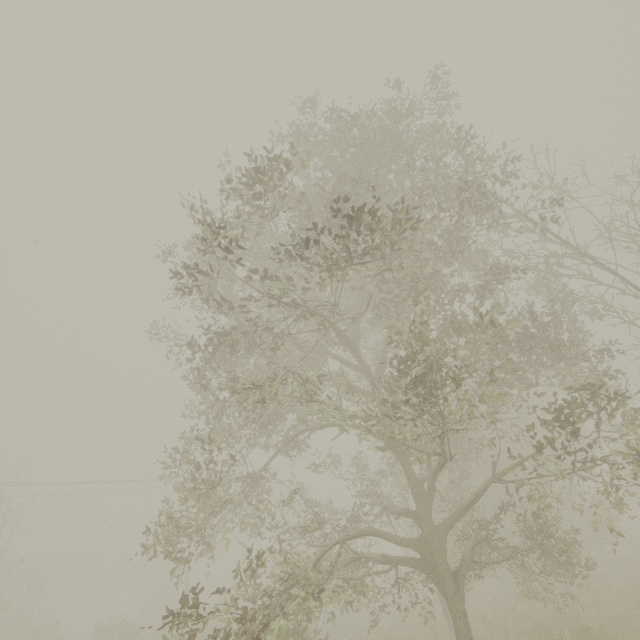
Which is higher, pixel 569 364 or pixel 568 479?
pixel 569 364
